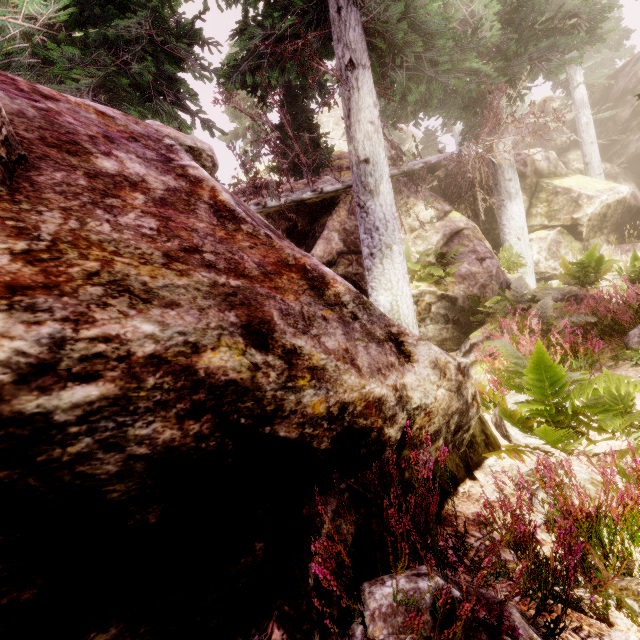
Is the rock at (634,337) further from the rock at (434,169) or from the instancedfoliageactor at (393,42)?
the rock at (434,169)

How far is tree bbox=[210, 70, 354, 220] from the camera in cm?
834

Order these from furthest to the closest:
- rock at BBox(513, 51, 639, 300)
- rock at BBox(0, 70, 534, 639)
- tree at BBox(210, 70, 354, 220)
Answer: rock at BBox(513, 51, 639, 300), tree at BBox(210, 70, 354, 220), rock at BBox(0, 70, 534, 639)

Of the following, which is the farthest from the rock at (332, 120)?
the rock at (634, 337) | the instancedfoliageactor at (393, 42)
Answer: the rock at (634, 337)

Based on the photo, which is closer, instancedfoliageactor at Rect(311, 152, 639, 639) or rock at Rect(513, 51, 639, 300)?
instancedfoliageactor at Rect(311, 152, 639, 639)

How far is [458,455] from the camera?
2.81m

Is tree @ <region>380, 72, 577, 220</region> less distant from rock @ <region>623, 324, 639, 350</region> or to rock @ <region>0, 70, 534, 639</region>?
rock @ <region>0, 70, 534, 639</region>
